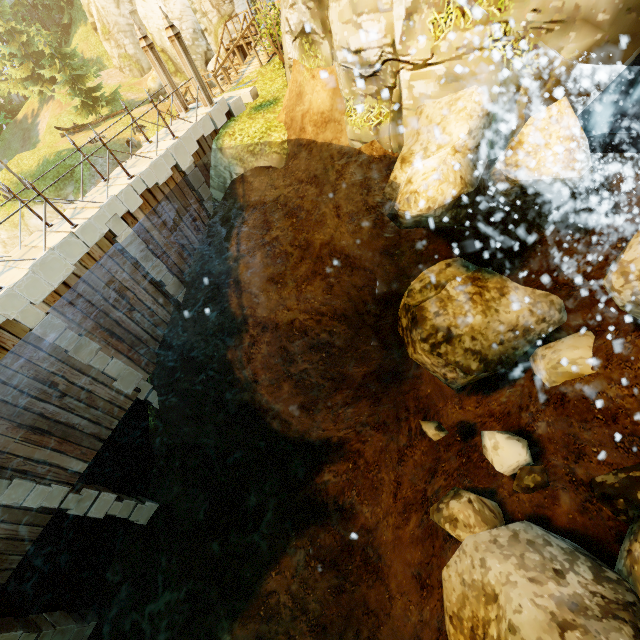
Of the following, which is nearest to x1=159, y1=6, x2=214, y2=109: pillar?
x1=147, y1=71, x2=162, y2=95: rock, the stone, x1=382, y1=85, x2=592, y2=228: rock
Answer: the stone

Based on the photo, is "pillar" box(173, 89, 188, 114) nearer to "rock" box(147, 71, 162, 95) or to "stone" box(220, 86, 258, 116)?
"stone" box(220, 86, 258, 116)

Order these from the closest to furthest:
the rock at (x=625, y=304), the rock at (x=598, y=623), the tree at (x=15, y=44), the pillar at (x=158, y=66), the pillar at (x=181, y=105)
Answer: the rock at (x=598, y=623) → the rock at (x=625, y=304) → the pillar at (x=158, y=66) → the pillar at (x=181, y=105) → the tree at (x=15, y=44)

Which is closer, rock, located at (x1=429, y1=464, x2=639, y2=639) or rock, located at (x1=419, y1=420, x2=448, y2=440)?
rock, located at (x1=429, y1=464, x2=639, y2=639)

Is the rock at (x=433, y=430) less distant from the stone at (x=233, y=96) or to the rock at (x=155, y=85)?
the stone at (x=233, y=96)

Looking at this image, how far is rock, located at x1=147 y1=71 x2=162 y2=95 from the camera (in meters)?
28.75

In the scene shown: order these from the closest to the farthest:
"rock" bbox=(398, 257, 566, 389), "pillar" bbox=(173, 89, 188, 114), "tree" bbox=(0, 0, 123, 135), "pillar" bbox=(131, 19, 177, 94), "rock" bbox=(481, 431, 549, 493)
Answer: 1. "rock" bbox=(481, 431, 549, 493)
2. "rock" bbox=(398, 257, 566, 389)
3. "pillar" bbox=(131, 19, 177, 94)
4. "pillar" bbox=(173, 89, 188, 114)
5. "tree" bbox=(0, 0, 123, 135)

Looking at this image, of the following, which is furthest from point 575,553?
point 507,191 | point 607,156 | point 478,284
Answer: point 607,156
